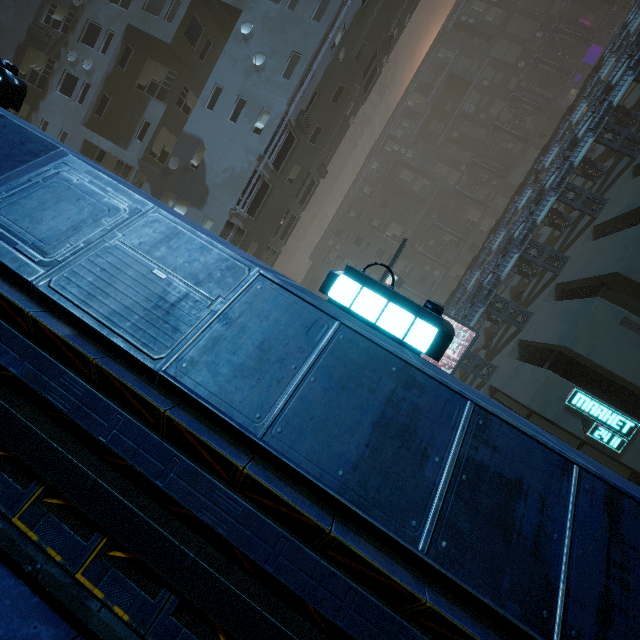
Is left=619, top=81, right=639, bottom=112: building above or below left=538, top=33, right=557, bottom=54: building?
below

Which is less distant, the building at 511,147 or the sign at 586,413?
the sign at 586,413

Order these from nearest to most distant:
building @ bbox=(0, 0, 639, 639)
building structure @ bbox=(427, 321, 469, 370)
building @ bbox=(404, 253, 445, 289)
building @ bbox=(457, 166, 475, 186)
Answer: building @ bbox=(0, 0, 639, 639) → building structure @ bbox=(427, 321, 469, 370) → building @ bbox=(457, 166, 475, 186) → building @ bbox=(404, 253, 445, 289)

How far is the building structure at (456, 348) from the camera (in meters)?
15.66

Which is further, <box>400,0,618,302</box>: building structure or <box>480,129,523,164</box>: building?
<box>480,129,523,164</box>: building

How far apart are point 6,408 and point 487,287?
17.0 meters

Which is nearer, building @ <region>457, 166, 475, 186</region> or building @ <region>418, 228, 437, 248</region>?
building @ <region>457, 166, 475, 186</region>

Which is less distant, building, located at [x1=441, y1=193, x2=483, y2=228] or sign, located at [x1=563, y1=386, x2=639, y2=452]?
sign, located at [x1=563, y1=386, x2=639, y2=452]
